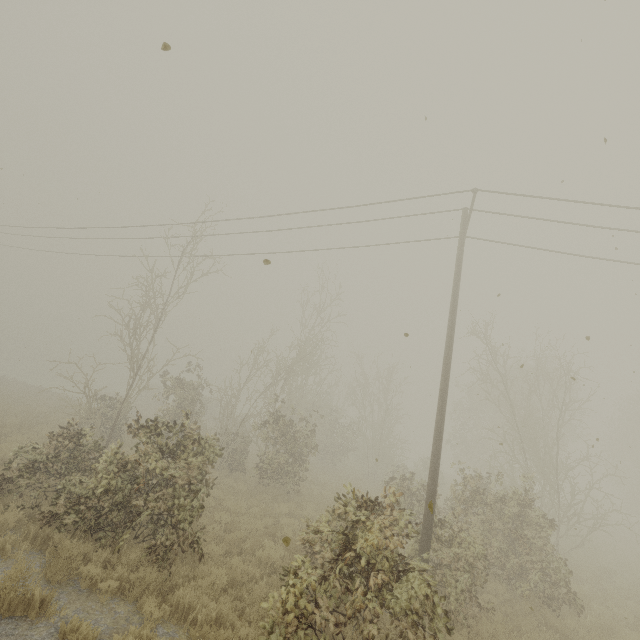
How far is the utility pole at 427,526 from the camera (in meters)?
8.48

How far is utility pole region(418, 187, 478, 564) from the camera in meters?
8.5 m

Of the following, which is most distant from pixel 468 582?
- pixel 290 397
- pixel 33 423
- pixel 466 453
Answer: pixel 466 453

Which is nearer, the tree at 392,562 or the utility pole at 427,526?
the tree at 392,562

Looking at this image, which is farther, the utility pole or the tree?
the utility pole
